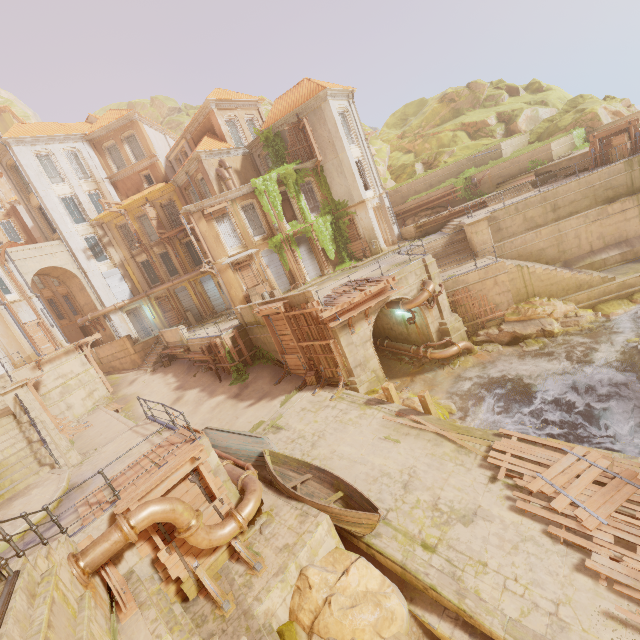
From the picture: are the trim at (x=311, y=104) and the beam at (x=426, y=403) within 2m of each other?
no

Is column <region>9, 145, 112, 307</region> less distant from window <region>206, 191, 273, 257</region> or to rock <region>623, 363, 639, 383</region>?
window <region>206, 191, 273, 257</region>

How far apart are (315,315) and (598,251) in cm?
1873

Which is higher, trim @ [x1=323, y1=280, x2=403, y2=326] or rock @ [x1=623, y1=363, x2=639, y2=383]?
trim @ [x1=323, y1=280, x2=403, y2=326]

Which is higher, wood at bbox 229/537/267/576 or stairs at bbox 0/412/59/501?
stairs at bbox 0/412/59/501

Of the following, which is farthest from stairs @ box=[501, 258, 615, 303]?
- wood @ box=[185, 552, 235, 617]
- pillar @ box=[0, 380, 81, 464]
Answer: pillar @ box=[0, 380, 81, 464]

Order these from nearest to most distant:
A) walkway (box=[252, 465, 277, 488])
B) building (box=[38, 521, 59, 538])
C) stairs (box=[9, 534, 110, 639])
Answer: stairs (box=[9, 534, 110, 639]) < building (box=[38, 521, 59, 538]) < walkway (box=[252, 465, 277, 488])

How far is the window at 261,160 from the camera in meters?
28.5
